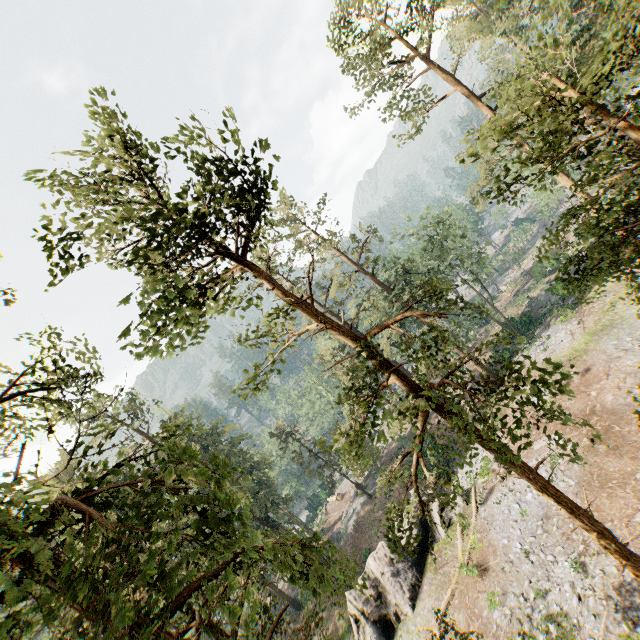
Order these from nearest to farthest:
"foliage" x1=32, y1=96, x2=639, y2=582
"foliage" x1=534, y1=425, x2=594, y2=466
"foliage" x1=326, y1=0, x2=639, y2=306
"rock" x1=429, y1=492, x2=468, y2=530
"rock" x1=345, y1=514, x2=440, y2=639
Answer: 1. "foliage" x1=326, y1=0, x2=639, y2=306
2. "foliage" x1=534, y1=425, x2=594, y2=466
3. "foliage" x1=32, y1=96, x2=639, y2=582
4. "rock" x1=345, y1=514, x2=440, y2=639
5. "rock" x1=429, y1=492, x2=468, y2=530

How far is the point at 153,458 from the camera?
34.8m

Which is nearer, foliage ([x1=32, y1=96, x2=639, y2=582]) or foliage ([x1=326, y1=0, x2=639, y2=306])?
foliage ([x1=326, y1=0, x2=639, y2=306])

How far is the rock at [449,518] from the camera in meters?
23.4

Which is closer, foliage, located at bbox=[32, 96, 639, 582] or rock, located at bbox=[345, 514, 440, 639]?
foliage, located at bbox=[32, 96, 639, 582]

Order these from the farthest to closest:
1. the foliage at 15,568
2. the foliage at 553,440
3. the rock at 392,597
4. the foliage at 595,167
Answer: the rock at 392,597
the foliage at 553,440
the foliage at 595,167
the foliage at 15,568

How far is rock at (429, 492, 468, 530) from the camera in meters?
23.4
